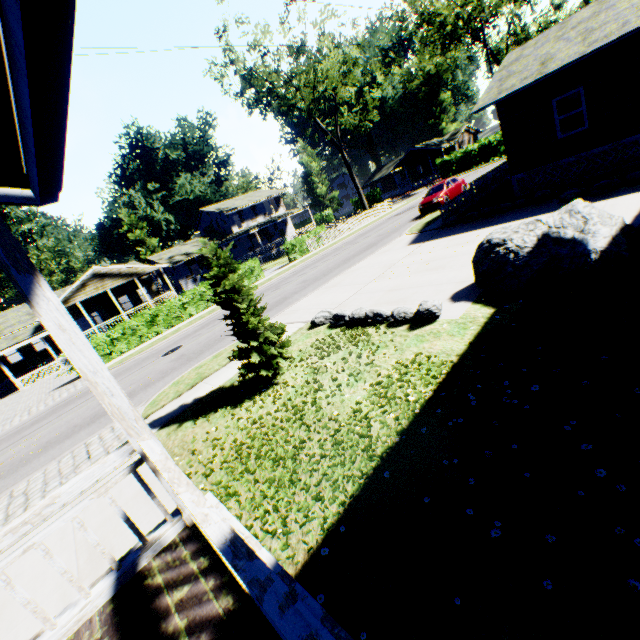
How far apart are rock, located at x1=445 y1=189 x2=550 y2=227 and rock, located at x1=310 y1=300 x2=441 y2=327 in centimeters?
922cm

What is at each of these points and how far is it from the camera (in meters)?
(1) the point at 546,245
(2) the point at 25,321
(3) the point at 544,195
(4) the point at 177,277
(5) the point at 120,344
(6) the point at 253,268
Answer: (1) rock, 6.58
(2) flat, 28.92
(3) rock, 13.00
(4) house, 39.91
(5) hedge, 20.77
(6) hedge, 27.27

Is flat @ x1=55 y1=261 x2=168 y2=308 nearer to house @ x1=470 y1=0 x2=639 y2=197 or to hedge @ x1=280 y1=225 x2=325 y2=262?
hedge @ x1=280 y1=225 x2=325 y2=262

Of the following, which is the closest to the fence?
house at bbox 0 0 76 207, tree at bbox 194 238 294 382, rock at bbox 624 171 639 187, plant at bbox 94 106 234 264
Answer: rock at bbox 624 171 639 187

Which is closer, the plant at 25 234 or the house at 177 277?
the house at 177 277

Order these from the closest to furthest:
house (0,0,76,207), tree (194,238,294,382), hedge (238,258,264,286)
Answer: house (0,0,76,207) → tree (194,238,294,382) → hedge (238,258,264,286)

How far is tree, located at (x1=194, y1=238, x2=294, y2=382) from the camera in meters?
7.1

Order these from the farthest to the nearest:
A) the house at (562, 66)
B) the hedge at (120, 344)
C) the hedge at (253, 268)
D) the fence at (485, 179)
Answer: the hedge at (253, 268)
the hedge at (120, 344)
the fence at (485, 179)
the house at (562, 66)
